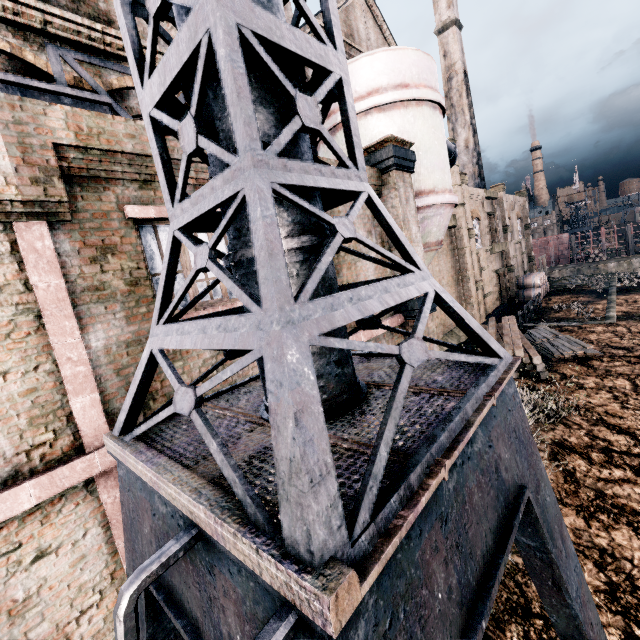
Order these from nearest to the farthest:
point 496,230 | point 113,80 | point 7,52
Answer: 1. point 7,52
2. point 113,80
3. point 496,230

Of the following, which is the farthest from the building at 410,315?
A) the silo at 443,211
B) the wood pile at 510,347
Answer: the wood pile at 510,347

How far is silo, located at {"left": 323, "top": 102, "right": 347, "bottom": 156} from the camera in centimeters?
1113cm

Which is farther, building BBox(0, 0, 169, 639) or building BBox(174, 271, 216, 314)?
building BBox(174, 271, 216, 314)

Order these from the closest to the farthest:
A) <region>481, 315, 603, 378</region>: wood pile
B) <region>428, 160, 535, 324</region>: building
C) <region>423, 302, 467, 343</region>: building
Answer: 1. <region>423, 302, 467, 343</region>: building
2. <region>481, 315, 603, 378</region>: wood pile
3. <region>428, 160, 535, 324</region>: building

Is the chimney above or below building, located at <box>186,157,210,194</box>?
above

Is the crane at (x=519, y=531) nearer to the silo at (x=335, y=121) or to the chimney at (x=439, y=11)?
the silo at (x=335, y=121)

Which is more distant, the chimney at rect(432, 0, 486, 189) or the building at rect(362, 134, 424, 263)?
the chimney at rect(432, 0, 486, 189)
